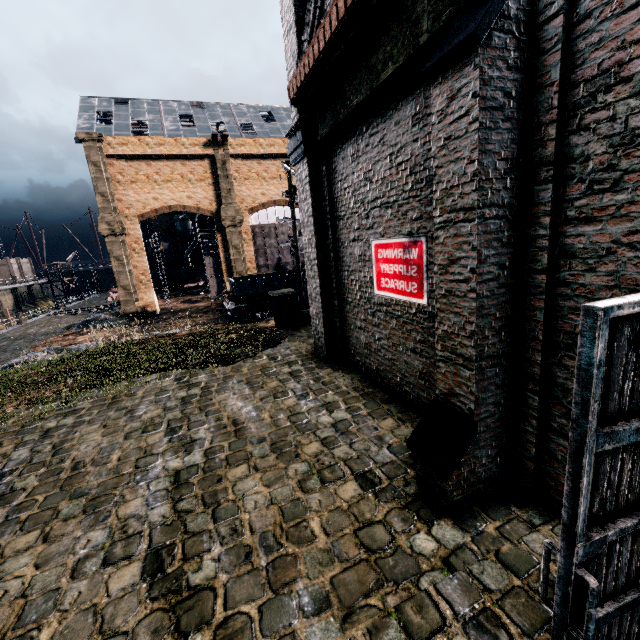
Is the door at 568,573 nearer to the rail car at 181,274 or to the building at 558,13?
the building at 558,13

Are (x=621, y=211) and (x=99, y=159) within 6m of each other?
no

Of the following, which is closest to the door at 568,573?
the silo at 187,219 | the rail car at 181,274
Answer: the rail car at 181,274

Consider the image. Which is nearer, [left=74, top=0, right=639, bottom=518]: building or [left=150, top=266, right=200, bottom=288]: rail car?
[left=74, top=0, right=639, bottom=518]: building

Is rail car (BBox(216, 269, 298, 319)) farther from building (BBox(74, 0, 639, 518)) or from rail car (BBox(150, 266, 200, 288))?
rail car (BBox(150, 266, 200, 288))

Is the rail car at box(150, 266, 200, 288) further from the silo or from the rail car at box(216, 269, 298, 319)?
the rail car at box(216, 269, 298, 319)

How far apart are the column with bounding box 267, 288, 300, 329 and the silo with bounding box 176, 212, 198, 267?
48.4m

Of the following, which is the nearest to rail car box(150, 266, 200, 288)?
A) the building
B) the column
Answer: the building
